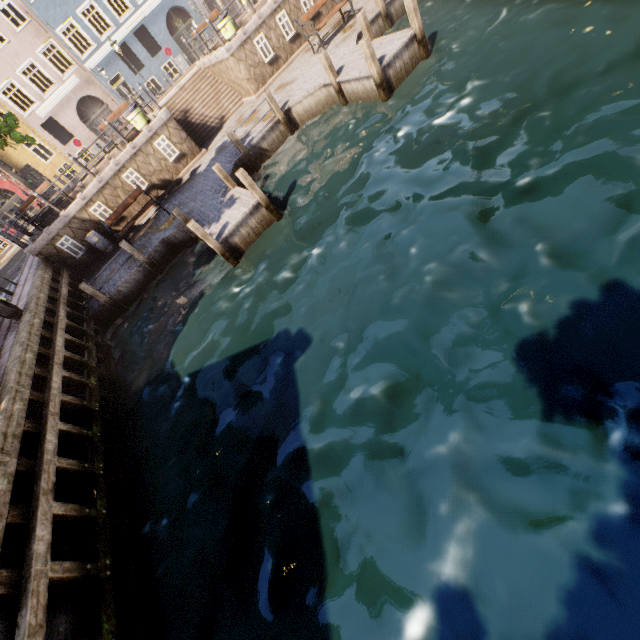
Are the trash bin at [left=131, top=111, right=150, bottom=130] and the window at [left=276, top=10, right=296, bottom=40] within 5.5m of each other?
no

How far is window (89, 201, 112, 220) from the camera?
13.81m

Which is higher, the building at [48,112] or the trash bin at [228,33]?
the building at [48,112]

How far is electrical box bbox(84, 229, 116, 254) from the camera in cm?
1384

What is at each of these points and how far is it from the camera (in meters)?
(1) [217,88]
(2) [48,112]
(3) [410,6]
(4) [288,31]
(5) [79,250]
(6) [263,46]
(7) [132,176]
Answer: (1) stairs, 16.72
(2) building, 24.22
(3) wooden post, 9.15
(4) window, 14.97
(5) window, 14.19
(6) window, 14.68
(7) window, 14.07

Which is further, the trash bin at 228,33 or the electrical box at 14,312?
the trash bin at 228,33

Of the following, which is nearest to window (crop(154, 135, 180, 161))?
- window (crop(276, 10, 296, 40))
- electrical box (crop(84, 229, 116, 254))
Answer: electrical box (crop(84, 229, 116, 254))

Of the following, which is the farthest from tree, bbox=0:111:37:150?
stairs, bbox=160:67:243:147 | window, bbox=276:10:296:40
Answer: window, bbox=276:10:296:40
